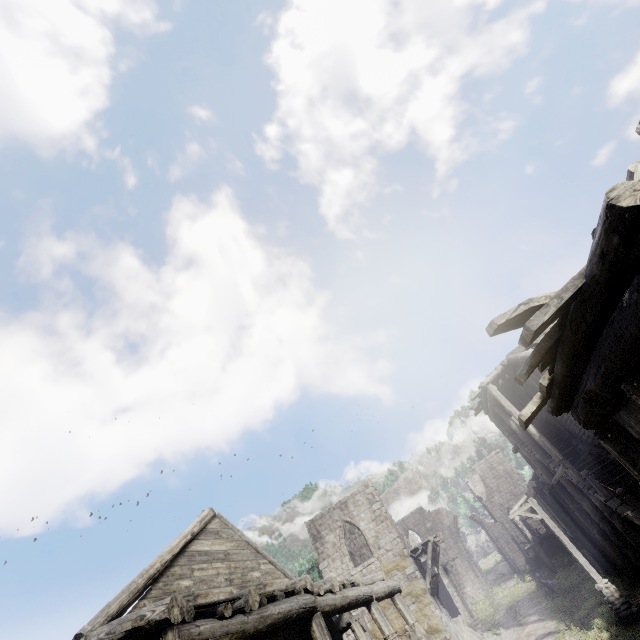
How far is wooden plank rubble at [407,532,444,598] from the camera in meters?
20.8

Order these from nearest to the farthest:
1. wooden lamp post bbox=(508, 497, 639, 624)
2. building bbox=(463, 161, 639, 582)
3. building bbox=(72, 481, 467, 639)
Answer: building bbox=(463, 161, 639, 582) < building bbox=(72, 481, 467, 639) < wooden lamp post bbox=(508, 497, 639, 624)

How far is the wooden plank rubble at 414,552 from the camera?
20.8 meters

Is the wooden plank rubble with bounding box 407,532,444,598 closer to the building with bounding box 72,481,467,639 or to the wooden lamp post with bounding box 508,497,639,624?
the building with bounding box 72,481,467,639

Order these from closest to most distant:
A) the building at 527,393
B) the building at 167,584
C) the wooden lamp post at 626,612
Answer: the building at 527,393 → the building at 167,584 → the wooden lamp post at 626,612

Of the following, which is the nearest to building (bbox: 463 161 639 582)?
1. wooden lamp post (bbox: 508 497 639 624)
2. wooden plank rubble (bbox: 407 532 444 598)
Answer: wooden plank rubble (bbox: 407 532 444 598)

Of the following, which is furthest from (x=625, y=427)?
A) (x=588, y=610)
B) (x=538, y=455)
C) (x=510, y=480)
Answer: (x=510, y=480)
